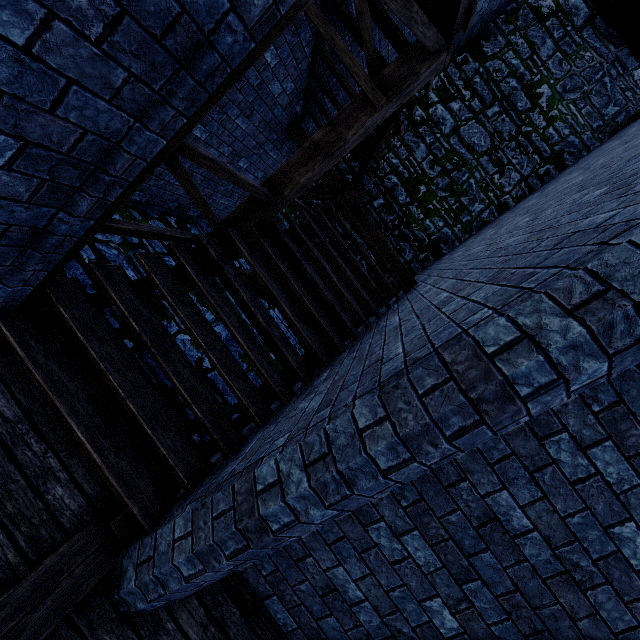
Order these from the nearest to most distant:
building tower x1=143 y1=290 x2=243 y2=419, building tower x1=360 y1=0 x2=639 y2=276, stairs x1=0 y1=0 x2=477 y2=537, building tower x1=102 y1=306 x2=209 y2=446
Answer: stairs x1=0 y1=0 x2=477 y2=537
building tower x1=102 y1=306 x2=209 y2=446
building tower x1=143 y1=290 x2=243 y2=419
building tower x1=360 y1=0 x2=639 y2=276

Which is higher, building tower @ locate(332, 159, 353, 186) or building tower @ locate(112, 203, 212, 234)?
building tower @ locate(332, 159, 353, 186)

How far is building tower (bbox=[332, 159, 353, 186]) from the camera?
9.11m

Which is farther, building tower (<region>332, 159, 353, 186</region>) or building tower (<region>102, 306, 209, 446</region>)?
building tower (<region>332, 159, 353, 186</region>)

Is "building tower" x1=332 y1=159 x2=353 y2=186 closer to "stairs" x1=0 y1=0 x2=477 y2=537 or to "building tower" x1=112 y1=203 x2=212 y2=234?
"stairs" x1=0 y1=0 x2=477 y2=537

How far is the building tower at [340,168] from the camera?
9.11m

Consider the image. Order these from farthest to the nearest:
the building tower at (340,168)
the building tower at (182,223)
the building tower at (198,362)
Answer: the building tower at (340,168), the building tower at (182,223), the building tower at (198,362)

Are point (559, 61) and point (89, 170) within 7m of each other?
no
